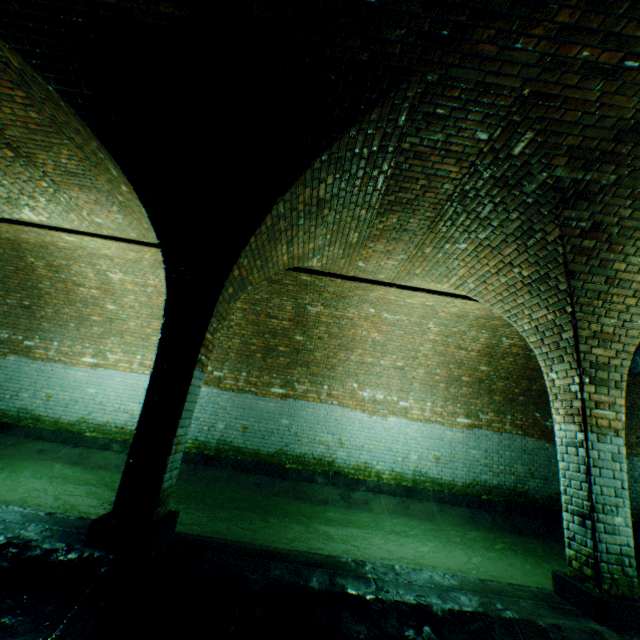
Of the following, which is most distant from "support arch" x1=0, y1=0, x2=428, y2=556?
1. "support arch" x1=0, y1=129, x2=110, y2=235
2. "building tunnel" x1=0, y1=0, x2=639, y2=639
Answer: "support arch" x1=0, y1=129, x2=110, y2=235

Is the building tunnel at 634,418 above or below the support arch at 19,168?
below

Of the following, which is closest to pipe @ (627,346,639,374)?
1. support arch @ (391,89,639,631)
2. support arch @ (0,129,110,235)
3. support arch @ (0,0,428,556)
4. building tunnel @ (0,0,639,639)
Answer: building tunnel @ (0,0,639,639)

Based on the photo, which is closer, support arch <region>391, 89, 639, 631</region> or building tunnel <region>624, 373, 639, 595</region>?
support arch <region>391, 89, 639, 631</region>

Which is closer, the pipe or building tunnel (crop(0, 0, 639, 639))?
building tunnel (crop(0, 0, 639, 639))

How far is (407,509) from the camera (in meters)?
7.40

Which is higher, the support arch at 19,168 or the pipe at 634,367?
the support arch at 19,168

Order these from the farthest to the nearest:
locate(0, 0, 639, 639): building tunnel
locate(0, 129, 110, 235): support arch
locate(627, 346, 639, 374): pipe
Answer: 1. locate(627, 346, 639, 374): pipe
2. locate(0, 129, 110, 235): support arch
3. locate(0, 0, 639, 639): building tunnel
